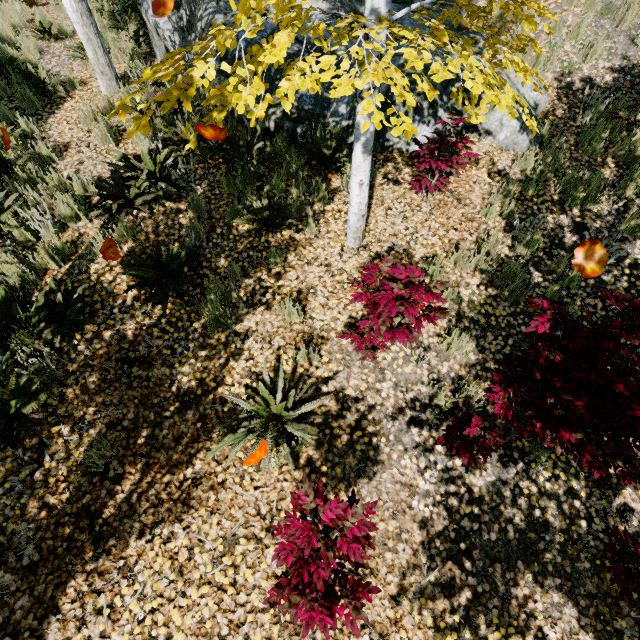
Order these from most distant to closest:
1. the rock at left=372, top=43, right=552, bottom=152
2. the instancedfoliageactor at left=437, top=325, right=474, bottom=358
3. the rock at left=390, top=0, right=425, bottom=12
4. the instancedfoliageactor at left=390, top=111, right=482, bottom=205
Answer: the rock at left=390, top=0, right=425, bottom=12, the rock at left=372, top=43, right=552, bottom=152, the instancedfoliageactor at left=437, top=325, right=474, bottom=358, the instancedfoliageactor at left=390, top=111, right=482, bottom=205

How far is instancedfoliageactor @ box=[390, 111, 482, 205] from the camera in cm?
180

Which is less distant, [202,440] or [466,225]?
[202,440]

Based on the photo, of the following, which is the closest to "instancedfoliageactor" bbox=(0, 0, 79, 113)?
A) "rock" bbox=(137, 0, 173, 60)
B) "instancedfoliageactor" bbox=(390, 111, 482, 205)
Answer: "rock" bbox=(137, 0, 173, 60)

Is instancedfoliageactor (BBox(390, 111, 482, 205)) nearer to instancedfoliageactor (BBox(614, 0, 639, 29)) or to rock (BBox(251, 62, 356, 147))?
rock (BBox(251, 62, 356, 147))

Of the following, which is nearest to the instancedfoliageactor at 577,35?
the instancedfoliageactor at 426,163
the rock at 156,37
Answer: the rock at 156,37
